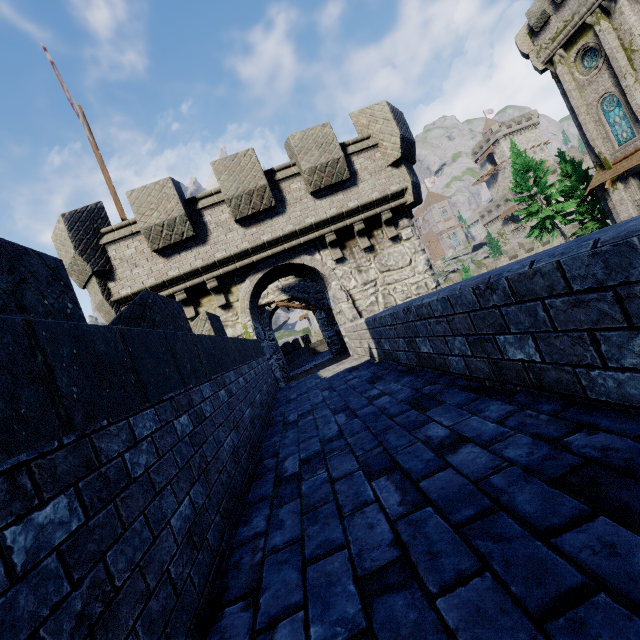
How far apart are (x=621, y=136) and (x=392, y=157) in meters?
25.6 m

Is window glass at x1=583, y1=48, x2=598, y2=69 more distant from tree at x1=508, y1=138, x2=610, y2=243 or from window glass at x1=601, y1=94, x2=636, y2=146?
tree at x1=508, y1=138, x2=610, y2=243

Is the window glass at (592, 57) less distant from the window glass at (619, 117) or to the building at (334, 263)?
the window glass at (619, 117)

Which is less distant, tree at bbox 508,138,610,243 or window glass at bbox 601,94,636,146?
window glass at bbox 601,94,636,146

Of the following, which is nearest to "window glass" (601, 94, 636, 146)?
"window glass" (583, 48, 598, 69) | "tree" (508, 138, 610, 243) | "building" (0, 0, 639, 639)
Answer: "window glass" (583, 48, 598, 69)

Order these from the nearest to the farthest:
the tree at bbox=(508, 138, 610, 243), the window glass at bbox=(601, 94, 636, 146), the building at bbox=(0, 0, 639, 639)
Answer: the building at bbox=(0, 0, 639, 639)
the window glass at bbox=(601, 94, 636, 146)
the tree at bbox=(508, 138, 610, 243)

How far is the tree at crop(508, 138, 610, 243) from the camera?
30.4 meters

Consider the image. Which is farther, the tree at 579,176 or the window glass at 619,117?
the tree at 579,176
